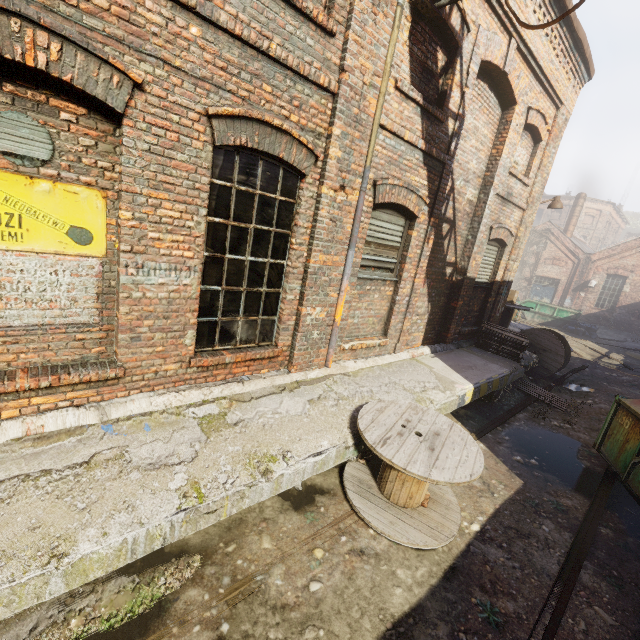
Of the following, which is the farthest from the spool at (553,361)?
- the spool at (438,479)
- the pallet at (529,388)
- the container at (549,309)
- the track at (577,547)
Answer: the container at (549,309)

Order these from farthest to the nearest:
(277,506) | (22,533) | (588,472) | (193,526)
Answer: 1. (588,472)
2. (277,506)
3. (193,526)
4. (22,533)

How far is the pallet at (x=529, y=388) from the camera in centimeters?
833cm

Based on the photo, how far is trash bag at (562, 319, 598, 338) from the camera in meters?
19.6

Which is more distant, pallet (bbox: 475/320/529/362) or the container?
the container

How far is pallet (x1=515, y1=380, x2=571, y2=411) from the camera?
8.33m

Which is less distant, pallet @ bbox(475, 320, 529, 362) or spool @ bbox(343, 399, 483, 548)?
spool @ bbox(343, 399, 483, 548)

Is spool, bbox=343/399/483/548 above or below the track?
above
